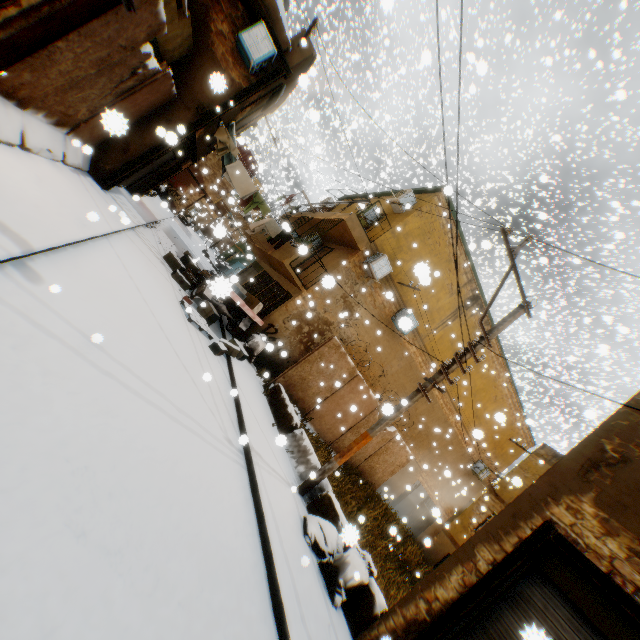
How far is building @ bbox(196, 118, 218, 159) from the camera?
10.64m

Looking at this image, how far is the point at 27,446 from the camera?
2.5 meters

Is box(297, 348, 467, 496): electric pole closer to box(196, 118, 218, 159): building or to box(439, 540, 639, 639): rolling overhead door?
box(196, 118, 218, 159): building

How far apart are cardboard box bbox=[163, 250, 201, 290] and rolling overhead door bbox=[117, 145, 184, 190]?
0.1 meters

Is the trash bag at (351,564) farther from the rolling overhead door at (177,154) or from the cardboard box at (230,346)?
the rolling overhead door at (177,154)

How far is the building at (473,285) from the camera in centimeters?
1511cm

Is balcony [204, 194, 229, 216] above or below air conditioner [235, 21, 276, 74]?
below

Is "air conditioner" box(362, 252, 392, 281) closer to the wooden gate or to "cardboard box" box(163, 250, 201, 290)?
the wooden gate
